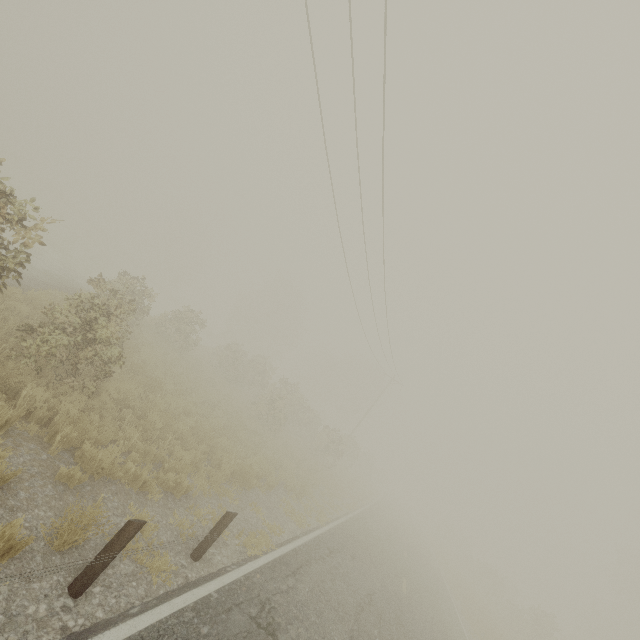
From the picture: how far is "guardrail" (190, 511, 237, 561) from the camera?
5.9 meters

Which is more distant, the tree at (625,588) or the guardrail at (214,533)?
the tree at (625,588)

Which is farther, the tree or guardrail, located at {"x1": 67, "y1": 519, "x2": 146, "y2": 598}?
the tree

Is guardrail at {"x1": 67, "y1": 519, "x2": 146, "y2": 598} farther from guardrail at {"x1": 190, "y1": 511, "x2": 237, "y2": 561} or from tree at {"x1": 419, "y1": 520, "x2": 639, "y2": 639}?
tree at {"x1": 419, "y1": 520, "x2": 639, "y2": 639}

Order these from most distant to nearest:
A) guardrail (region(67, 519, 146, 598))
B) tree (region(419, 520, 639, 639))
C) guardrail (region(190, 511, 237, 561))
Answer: tree (region(419, 520, 639, 639)) < guardrail (region(190, 511, 237, 561)) < guardrail (region(67, 519, 146, 598))

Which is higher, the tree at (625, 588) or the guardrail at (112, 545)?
the tree at (625, 588)

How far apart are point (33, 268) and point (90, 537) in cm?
1448

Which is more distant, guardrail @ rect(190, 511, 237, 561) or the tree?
the tree
